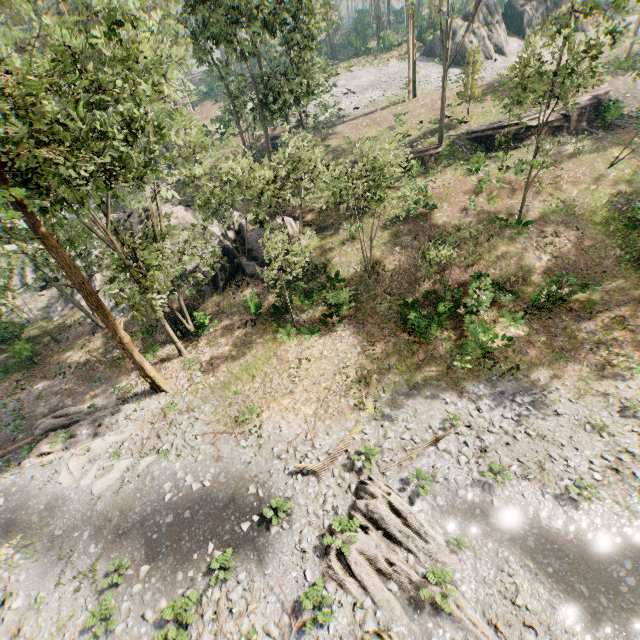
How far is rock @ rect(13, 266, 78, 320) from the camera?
32.1 meters

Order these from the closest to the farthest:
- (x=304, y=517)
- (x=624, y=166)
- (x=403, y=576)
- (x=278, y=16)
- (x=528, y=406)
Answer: (x=403, y=576)
(x=304, y=517)
(x=528, y=406)
(x=624, y=166)
(x=278, y=16)

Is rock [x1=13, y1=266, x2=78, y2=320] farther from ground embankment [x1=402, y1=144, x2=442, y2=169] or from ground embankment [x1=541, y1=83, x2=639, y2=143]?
ground embankment [x1=541, y1=83, x2=639, y2=143]

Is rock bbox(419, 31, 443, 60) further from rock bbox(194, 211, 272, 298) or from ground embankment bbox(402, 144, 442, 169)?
rock bbox(194, 211, 272, 298)

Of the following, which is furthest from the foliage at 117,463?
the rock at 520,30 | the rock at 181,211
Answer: the rock at 181,211

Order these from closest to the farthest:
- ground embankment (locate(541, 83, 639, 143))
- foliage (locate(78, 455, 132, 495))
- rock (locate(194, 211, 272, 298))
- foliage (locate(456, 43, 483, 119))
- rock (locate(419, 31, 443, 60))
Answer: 1. foliage (locate(78, 455, 132, 495))
2. rock (locate(194, 211, 272, 298))
3. ground embankment (locate(541, 83, 639, 143))
4. foliage (locate(456, 43, 483, 119))
5. rock (locate(419, 31, 443, 60))

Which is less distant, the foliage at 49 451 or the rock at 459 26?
the foliage at 49 451
